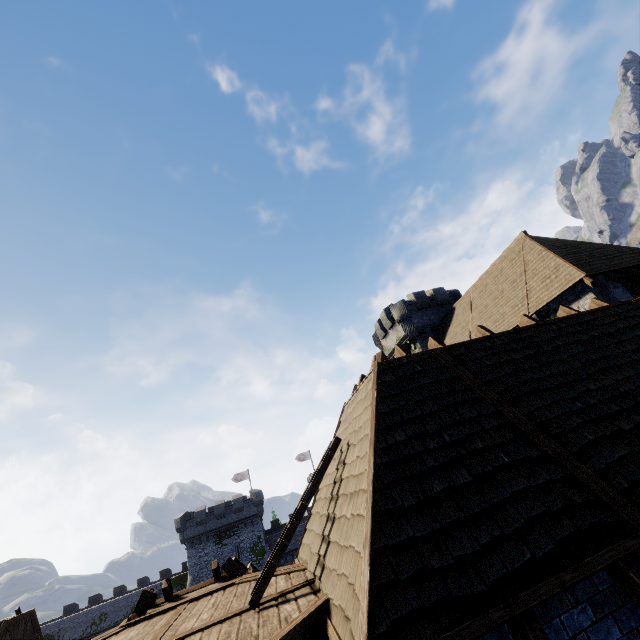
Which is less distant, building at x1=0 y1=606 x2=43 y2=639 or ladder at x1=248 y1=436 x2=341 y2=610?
ladder at x1=248 y1=436 x2=341 y2=610

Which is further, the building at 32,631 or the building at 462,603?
the building at 32,631

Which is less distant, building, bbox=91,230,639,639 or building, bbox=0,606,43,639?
building, bbox=91,230,639,639

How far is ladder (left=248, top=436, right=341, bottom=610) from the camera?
5.2m

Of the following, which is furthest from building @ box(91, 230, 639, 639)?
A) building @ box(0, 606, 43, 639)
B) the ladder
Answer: building @ box(0, 606, 43, 639)

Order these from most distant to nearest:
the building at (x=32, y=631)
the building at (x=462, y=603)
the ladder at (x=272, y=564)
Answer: the building at (x=32, y=631) → the ladder at (x=272, y=564) → the building at (x=462, y=603)

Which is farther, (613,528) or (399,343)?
(399,343)

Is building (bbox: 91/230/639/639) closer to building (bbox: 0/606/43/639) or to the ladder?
the ladder
